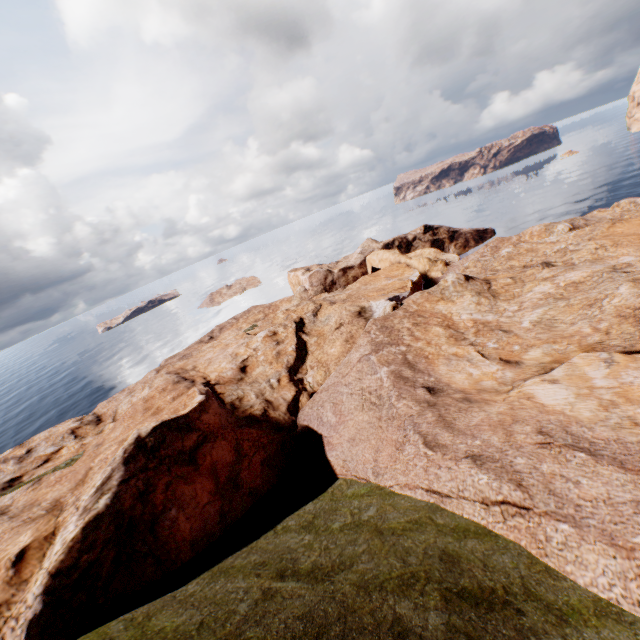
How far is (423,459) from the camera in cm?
1783
